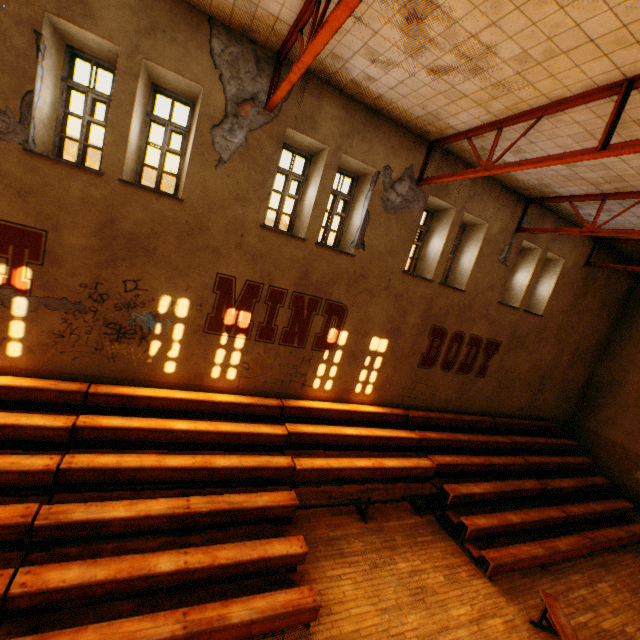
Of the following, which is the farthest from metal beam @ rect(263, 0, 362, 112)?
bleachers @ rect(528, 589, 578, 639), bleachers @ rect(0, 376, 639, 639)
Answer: bleachers @ rect(528, 589, 578, 639)

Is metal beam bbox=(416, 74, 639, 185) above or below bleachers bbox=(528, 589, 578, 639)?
above

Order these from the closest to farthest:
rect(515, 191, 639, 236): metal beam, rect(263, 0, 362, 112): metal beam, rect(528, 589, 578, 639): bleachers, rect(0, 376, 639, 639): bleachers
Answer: rect(263, 0, 362, 112): metal beam, rect(0, 376, 639, 639): bleachers, rect(528, 589, 578, 639): bleachers, rect(515, 191, 639, 236): metal beam

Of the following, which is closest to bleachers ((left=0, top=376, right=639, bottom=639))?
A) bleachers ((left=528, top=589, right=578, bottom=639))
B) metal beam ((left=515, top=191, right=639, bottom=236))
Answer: bleachers ((left=528, top=589, right=578, bottom=639))

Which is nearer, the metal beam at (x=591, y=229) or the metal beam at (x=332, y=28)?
the metal beam at (x=332, y=28)

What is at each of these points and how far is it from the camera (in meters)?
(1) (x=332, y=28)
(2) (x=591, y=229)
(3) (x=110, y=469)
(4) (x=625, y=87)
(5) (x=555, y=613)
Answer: (1) metal beam, 3.64
(2) metal beam, 8.03
(3) bleachers, 5.35
(4) metal beam, 4.39
(5) bleachers, 5.77

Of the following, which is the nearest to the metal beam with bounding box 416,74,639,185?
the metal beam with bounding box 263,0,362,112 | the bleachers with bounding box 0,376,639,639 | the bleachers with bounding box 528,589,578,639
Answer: the metal beam with bounding box 263,0,362,112

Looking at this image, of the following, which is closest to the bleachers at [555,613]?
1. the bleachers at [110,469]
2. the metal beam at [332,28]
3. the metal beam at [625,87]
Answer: the bleachers at [110,469]
